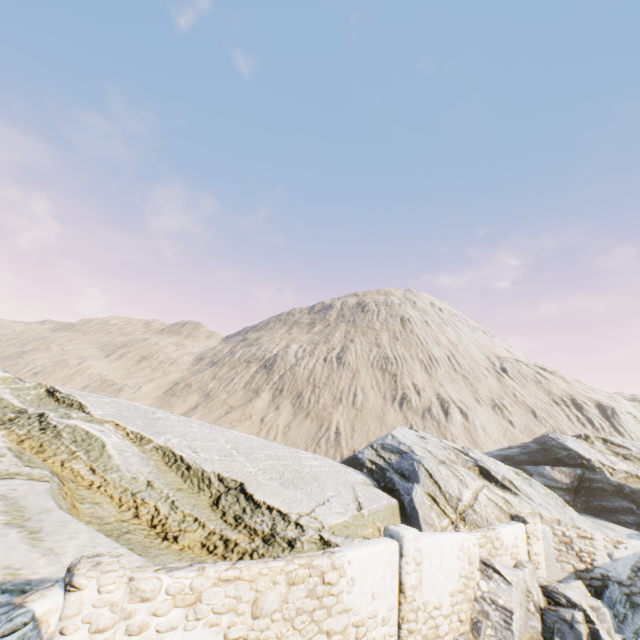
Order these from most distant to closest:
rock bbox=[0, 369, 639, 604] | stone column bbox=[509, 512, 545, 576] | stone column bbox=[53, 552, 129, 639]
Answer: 1. stone column bbox=[509, 512, 545, 576]
2. rock bbox=[0, 369, 639, 604]
3. stone column bbox=[53, 552, 129, 639]

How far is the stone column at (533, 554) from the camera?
10.6m

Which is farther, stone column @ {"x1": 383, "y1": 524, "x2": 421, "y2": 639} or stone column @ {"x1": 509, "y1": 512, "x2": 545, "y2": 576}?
stone column @ {"x1": 509, "y1": 512, "x2": 545, "y2": 576}

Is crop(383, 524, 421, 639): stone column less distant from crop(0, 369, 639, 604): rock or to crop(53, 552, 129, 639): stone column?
crop(0, 369, 639, 604): rock

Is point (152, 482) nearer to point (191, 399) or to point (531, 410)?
point (191, 399)

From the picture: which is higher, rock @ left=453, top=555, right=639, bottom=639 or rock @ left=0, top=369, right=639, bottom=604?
rock @ left=0, top=369, right=639, bottom=604

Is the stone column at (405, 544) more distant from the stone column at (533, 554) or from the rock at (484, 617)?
the stone column at (533, 554)

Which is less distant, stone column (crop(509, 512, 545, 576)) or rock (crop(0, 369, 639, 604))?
rock (crop(0, 369, 639, 604))
